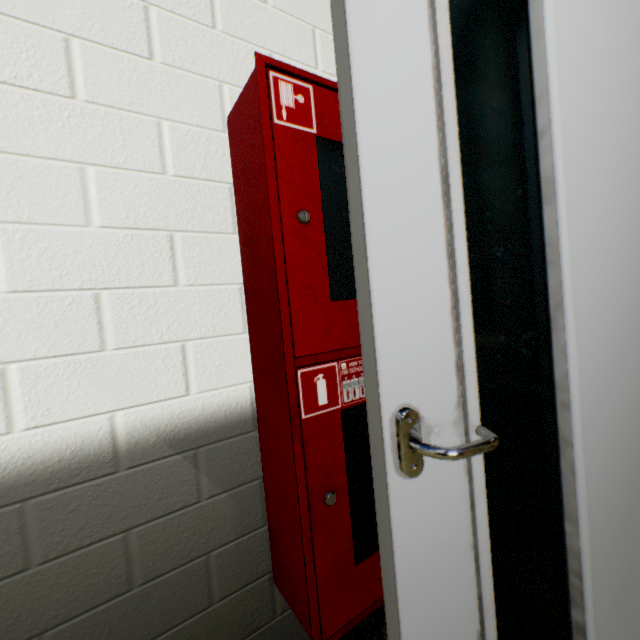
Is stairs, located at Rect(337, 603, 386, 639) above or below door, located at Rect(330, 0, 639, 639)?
below

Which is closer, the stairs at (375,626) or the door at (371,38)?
the door at (371,38)

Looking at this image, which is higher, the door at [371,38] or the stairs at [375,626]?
the door at [371,38]

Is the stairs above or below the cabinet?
below

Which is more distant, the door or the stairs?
the stairs

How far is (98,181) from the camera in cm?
87
